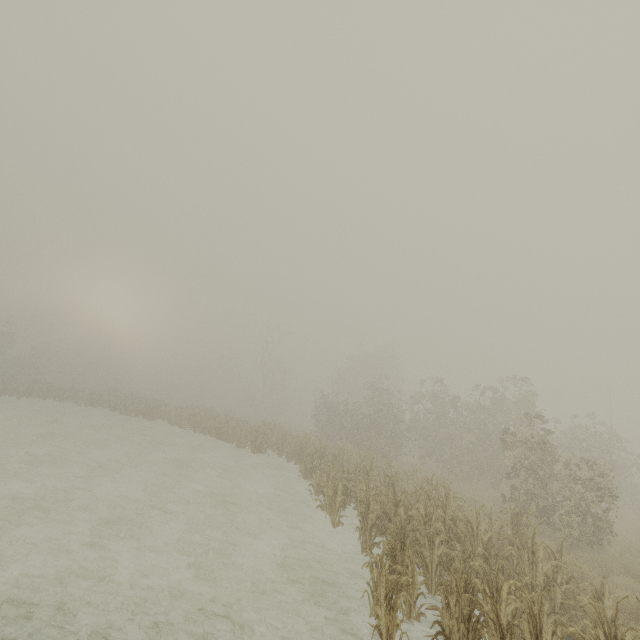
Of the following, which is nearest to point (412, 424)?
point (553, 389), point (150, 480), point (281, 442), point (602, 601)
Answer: point (281, 442)
